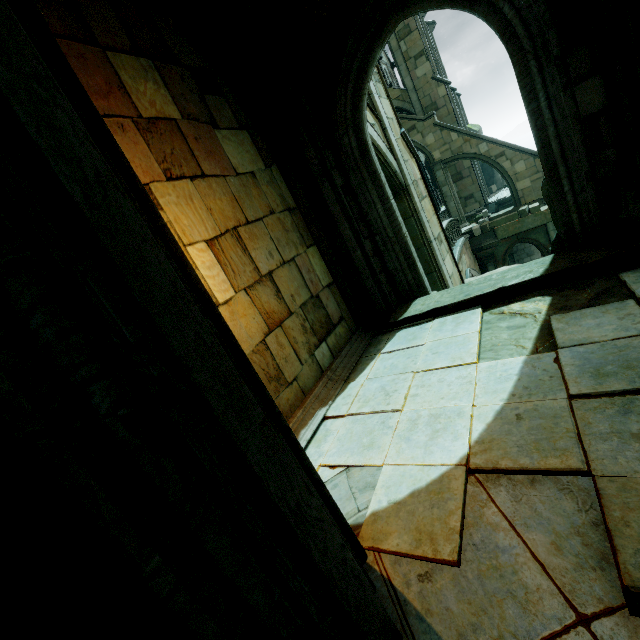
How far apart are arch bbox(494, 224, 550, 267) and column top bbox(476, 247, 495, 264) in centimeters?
2cm

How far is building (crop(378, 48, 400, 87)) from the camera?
31.77m

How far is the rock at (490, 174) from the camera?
29.5m

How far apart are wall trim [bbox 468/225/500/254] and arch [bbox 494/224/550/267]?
0.00m

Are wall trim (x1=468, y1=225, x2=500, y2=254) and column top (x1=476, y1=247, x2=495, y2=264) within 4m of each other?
yes

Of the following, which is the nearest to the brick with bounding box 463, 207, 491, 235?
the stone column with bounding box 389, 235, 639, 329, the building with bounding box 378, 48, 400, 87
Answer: the building with bounding box 378, 48, 400, 87

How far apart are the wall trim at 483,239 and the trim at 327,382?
16.14m

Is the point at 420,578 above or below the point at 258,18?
below
